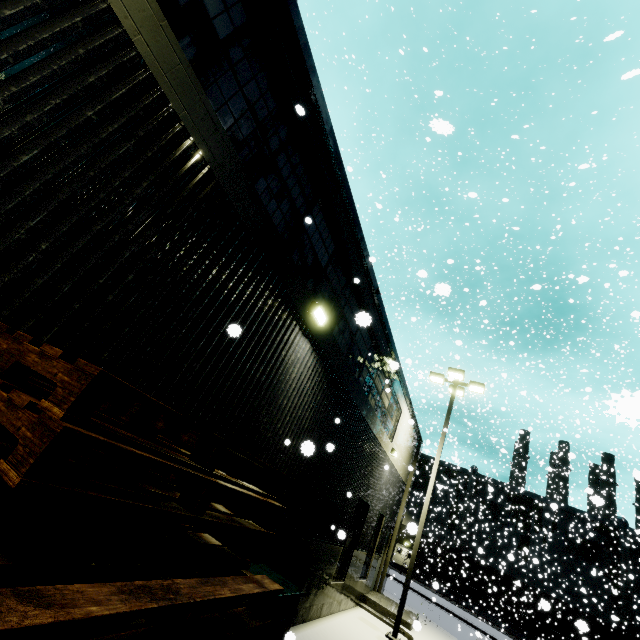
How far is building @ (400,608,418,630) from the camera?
12.41m

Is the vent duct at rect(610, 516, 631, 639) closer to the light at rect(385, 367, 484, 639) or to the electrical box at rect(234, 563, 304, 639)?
the light at rect(385, 367, 484, 639)

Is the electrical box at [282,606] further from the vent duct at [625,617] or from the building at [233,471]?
the vent duct at [625,617]

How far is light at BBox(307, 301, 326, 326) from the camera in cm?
616

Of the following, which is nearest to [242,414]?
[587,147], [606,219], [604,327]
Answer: [606,219]

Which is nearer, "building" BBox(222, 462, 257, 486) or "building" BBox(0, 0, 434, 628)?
"building" BBox(0, 0, 434, 628)

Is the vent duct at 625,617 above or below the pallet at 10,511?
above

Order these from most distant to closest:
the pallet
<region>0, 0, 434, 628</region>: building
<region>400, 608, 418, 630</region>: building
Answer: <region>400, 608, 418, 630</region>: building < <region>0, 0, 434, 628</region>: building < the pallet
